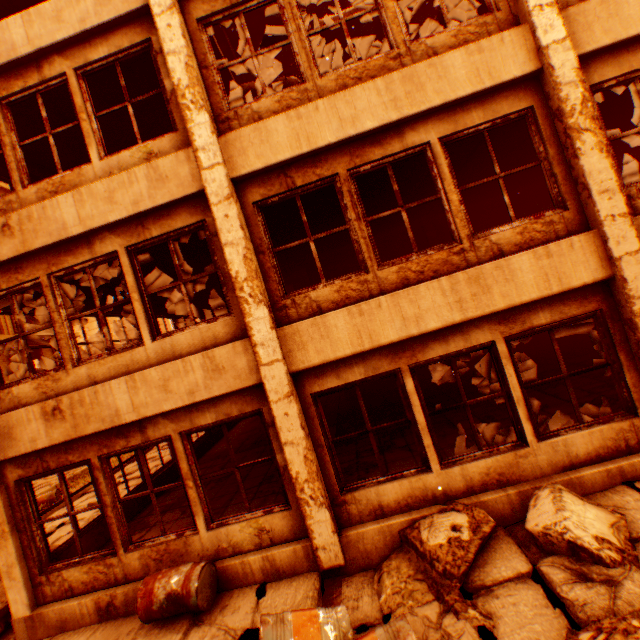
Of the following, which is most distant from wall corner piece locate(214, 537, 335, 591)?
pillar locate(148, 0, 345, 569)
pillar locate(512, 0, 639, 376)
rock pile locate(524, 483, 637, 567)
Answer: pillar locate(512, 0, 639, 376)

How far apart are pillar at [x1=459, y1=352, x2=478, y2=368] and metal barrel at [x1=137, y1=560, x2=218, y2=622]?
9.71m

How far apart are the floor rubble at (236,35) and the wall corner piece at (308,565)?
15.6m

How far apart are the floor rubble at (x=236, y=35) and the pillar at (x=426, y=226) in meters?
8.9

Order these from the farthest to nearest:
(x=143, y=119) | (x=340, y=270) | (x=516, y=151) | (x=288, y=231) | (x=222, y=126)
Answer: (x=340, y=270) < (x=288, y=231) < (x=516, y=151) < (x=143, y=119) < (x=222, y=126)

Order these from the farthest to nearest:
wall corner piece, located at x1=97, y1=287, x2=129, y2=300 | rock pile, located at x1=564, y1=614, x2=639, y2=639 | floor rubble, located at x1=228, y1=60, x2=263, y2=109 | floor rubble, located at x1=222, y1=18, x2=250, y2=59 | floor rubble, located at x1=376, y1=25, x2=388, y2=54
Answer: floor rubble, located at x1=222, y1=18, x2=250, y2=59 < floor rubble, located at x1=376, y1=25, x2=388, y2=54 < wall corner piece, located at x1=97, y1=287, x2=129, y2=300 < floor rubble, located at x1=228, y1=60, x2=263, y2=109 < rock pile, located at x1=564, y1=614, x2=639, y2=639

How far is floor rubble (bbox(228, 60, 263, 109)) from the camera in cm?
779
